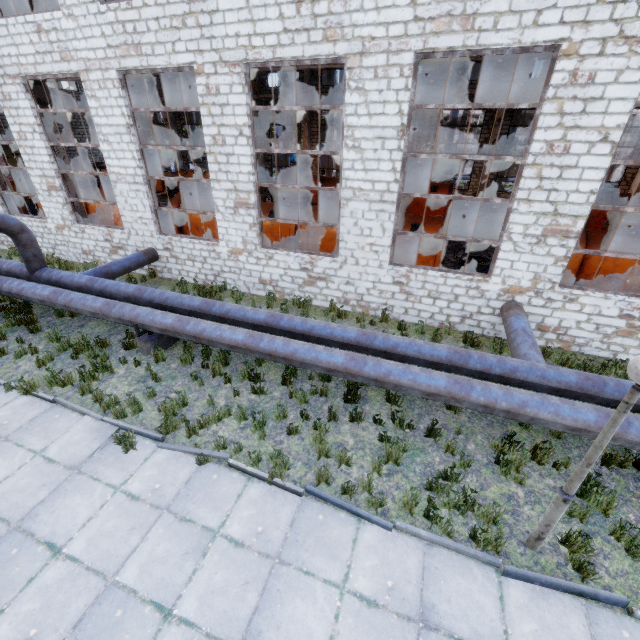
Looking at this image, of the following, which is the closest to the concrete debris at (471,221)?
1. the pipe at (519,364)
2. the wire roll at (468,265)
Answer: the wire roll at (468,265)

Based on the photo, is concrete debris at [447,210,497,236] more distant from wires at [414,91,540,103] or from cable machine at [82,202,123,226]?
cable machine at [82,202,123,226]

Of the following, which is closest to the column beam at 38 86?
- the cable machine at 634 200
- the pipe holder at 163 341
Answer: the pipe holder at 163 341

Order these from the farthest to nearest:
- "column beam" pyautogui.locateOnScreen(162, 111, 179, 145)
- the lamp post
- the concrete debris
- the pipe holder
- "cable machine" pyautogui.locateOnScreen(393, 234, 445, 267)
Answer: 1. "column beam" pyautogui.locateOnScreen(162, 111, 179, 145)
2. the concrete debris
3. "cable machine" pyautogui.locateOnScreen(393, 234, 445, 267)
4. the pipe holder
5. the lamp post

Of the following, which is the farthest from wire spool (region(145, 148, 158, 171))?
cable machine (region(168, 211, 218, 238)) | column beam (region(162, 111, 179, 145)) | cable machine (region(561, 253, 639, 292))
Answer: cable machine (region(561, 253, 639, 292))

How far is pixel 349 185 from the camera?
9.1m

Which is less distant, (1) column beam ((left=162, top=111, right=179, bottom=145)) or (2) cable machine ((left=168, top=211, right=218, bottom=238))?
(2) cable machine ((left=168, top=211, right=218, bottom=238))

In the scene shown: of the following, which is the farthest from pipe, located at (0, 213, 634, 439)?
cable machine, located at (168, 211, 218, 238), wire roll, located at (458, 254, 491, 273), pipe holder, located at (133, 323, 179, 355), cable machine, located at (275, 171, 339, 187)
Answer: cable machine, located at (275, 171, 339, 187)
